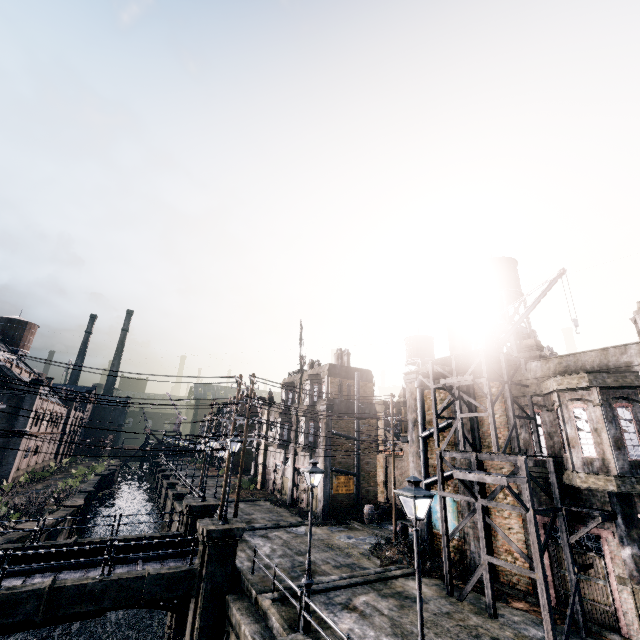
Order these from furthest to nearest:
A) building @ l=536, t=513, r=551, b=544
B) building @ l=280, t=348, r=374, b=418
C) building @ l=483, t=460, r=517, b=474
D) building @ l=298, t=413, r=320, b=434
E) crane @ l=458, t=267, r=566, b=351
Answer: building @ l=280, t=348, r=374, b=418 → building @ l=298, t=413, r=320, b=434 → crane @ l=458, t=267, r=566, b=351 → building @ l=483, t=460, r=517, b=474 → building @ l=536, t=513, r=551, b=544

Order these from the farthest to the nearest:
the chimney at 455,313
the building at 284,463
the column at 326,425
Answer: the building at 284,463, the column at 326,425, the chimney at 455,313

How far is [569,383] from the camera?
14.48m

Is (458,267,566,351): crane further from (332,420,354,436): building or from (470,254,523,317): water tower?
(332,420,354,436): building

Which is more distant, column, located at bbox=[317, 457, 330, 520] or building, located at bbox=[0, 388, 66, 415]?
building, located at bbox=[0, 388, 66, 415]

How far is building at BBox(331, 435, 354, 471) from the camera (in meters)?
30.44

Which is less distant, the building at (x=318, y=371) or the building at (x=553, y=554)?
the building at (x=553, y=554)

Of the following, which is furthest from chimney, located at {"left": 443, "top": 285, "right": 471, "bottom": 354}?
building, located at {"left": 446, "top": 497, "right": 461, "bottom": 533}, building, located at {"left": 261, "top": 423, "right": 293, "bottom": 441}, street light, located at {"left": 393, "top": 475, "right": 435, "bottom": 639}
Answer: building, located at {"left": 261, "top": 423, "right": 293, "bottom": 441}
